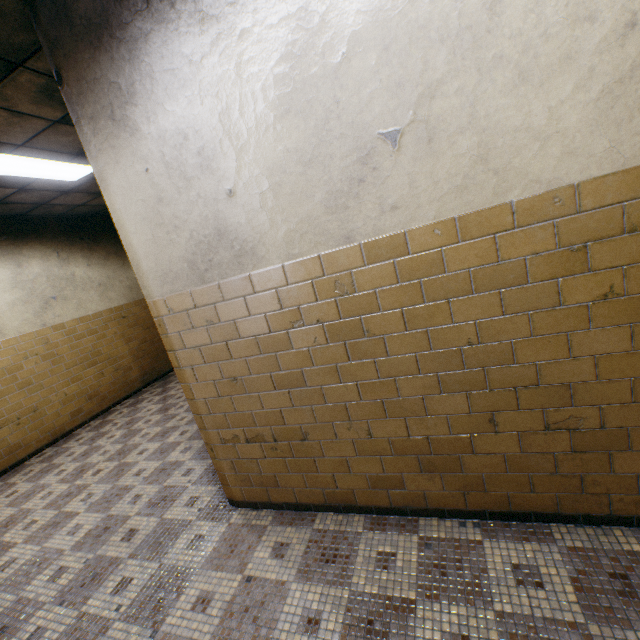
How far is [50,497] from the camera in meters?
4.0 m
